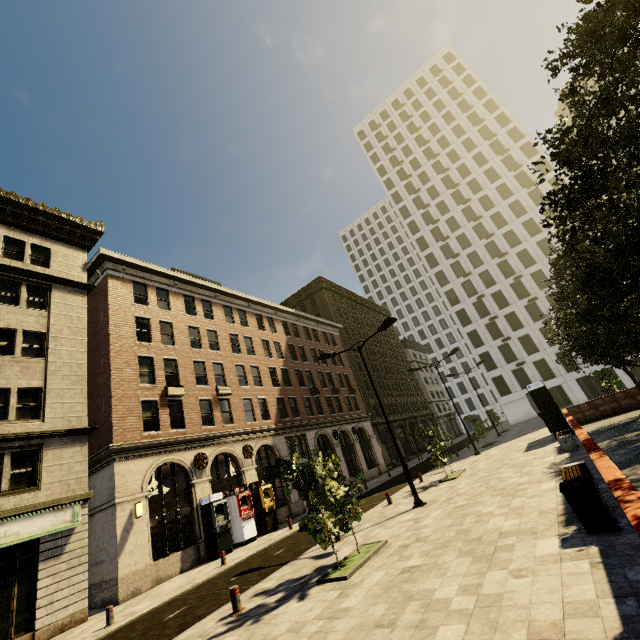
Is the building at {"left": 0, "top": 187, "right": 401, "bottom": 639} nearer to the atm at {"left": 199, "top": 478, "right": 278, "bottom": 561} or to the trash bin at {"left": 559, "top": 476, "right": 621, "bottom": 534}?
the atm at {"left": 199, "top": 478, "right": 278, "bottom": 561}

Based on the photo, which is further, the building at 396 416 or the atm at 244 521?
the building at 396 416

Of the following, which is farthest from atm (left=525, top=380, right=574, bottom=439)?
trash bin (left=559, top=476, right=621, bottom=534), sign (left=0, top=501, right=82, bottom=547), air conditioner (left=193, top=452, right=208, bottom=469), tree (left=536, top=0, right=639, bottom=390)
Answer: sign (left=0, top=501, right=82, bottom=547)

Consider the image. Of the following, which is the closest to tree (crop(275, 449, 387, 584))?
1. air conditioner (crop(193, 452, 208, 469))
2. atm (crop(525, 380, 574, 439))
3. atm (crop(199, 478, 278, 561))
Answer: atm (crop(525, 380, 574, 439))

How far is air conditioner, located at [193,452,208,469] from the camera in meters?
20.1

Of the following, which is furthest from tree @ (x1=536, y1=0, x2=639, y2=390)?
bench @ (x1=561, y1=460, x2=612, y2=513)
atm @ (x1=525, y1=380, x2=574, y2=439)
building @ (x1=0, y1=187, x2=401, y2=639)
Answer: bench @ (x1=561, y1=460, x2=612, y2=513)

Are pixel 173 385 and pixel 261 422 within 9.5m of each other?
yes

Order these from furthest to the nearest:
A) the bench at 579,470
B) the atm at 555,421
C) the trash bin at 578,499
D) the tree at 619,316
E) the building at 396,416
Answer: the building at 396,416 → the atm at 555,421 → the bench at 579,470 → the trash bin at 578,499 → the tree at 619,316
